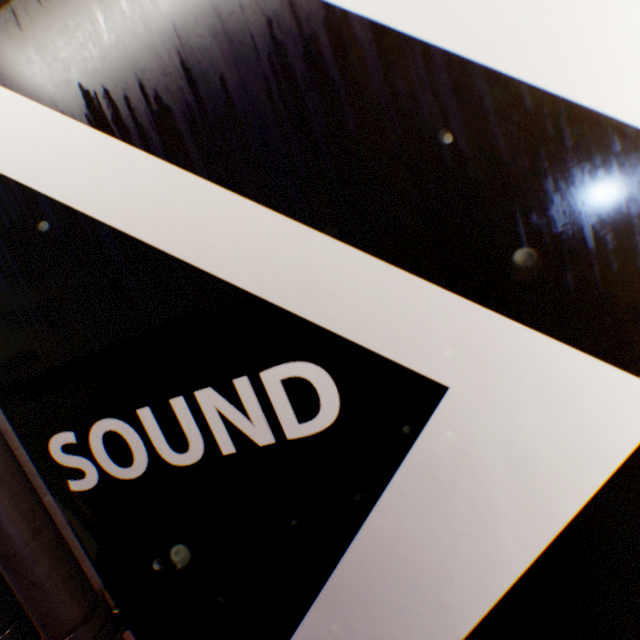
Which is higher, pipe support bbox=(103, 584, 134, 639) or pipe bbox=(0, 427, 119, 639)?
pipe bbox=(0, 427, 119, 639)

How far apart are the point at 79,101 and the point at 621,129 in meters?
1.4

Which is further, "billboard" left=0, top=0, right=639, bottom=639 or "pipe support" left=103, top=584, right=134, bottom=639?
"pipe support" left=103, top=584, right=134, bottom=639

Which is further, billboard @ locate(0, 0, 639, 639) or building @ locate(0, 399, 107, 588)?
building @ locate(0, 399, 107, 588)

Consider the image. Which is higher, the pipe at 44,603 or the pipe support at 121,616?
the pipe at 44,603

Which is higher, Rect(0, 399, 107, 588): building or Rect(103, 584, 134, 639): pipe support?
Rect(0, 399, 107, 588): building

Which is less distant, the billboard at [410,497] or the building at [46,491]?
the billboard at [410,497]
